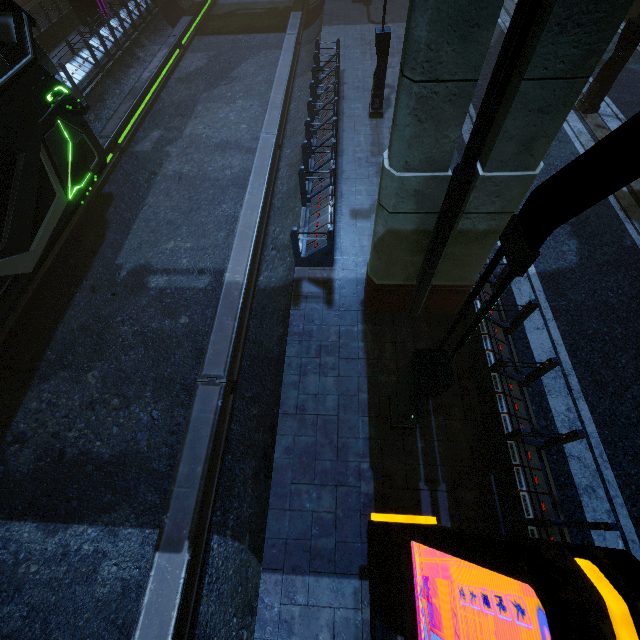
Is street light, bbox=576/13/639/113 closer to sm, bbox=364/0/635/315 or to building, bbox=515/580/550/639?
building, bbox=515/580/550/639

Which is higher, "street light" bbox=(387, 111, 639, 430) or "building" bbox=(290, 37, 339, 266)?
"street light" bbox=(387, 111, 639, 430)

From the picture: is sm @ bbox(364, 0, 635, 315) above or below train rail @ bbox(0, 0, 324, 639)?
above

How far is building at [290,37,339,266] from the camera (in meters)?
8.05

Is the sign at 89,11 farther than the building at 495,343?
Yes

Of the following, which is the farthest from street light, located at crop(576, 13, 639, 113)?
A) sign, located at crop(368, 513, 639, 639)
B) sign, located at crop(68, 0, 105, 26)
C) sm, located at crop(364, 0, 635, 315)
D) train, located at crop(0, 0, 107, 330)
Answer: sign, located at crop(68, 0, 105, 26)

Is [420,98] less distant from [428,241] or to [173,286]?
[428,241]

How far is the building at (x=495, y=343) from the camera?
4.8 meters
